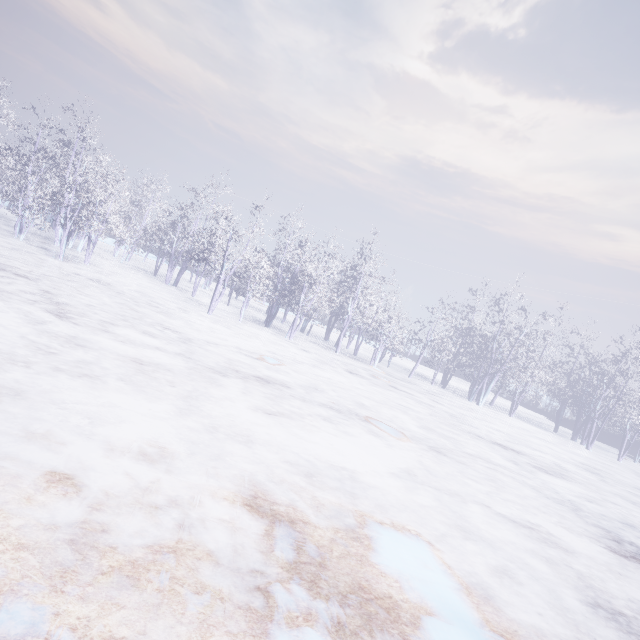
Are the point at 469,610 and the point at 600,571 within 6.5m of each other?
yes
